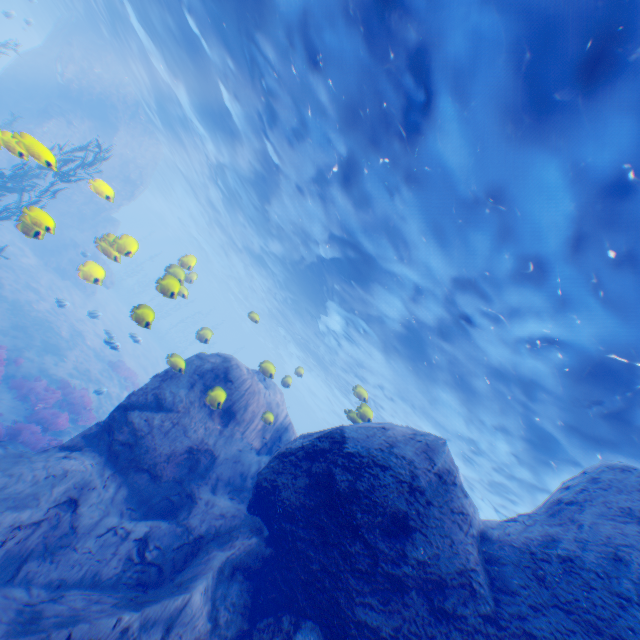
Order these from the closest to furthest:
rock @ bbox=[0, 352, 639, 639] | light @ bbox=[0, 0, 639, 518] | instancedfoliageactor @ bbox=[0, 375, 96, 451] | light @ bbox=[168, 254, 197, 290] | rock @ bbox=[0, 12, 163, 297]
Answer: rock @ bbox=[0, 352, 639, 639] → light @ bbox=[0, 0, 639, 518] → rock @ bbox=[0, 12, 163, 297] → light @ bbox=[168, 254, 197, 290] → instancedfoliageactor @ bbox=[0, 375, 96, 451]

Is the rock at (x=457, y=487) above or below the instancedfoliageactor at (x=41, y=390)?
above

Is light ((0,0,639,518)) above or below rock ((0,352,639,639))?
above

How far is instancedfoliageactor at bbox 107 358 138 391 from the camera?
20.33m

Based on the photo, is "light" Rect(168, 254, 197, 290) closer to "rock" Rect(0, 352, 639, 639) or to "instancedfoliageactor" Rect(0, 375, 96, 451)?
"rock" Rect(0, 352, 639, 639)

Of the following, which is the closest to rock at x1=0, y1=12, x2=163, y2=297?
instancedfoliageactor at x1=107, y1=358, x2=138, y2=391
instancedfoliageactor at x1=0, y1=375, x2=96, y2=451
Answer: instancedfoliageactor at x1=0, y1=375, x2=96, y2=451

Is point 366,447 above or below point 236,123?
below

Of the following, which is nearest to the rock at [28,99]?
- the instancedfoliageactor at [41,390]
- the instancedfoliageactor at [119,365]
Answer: the instancedfoliageactor at [41,390]
